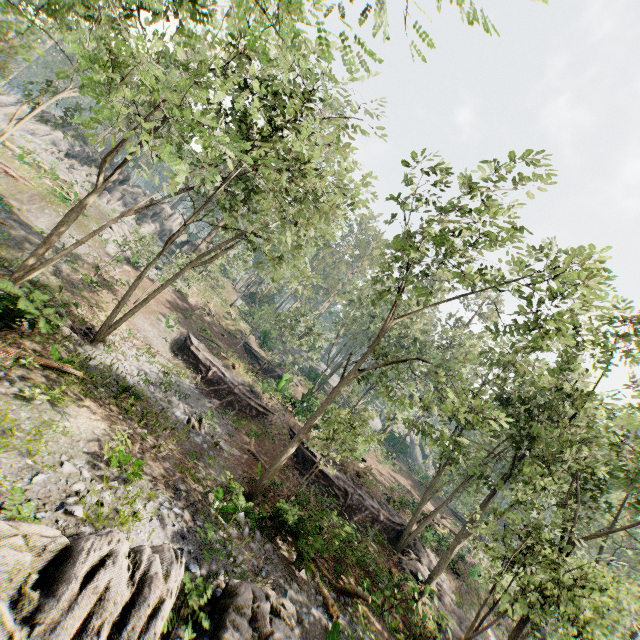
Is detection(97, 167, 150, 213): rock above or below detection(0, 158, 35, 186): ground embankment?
above

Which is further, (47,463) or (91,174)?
(91,174)

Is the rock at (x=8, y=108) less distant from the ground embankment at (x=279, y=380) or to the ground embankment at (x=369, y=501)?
the ground embankment at (x=279, y=380)

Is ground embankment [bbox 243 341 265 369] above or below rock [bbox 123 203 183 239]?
below

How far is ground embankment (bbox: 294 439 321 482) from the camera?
23.1 meters

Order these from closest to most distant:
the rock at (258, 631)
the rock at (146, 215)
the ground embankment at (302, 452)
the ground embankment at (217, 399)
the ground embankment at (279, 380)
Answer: the rock at (258, 631)
the ground embankment at (302, 452)
the ground embankment at (217, 399)
the ground embankment at (279, 380)
the rock at (146, 215)

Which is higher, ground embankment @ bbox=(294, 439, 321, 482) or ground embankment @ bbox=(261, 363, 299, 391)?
ground embankment @ bbox=(261, 363, 299, 391)

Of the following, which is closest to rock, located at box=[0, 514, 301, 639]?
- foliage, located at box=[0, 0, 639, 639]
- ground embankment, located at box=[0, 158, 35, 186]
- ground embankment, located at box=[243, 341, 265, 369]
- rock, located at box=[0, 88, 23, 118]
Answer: foliage, located at box=[0, 0, 639, 639]
